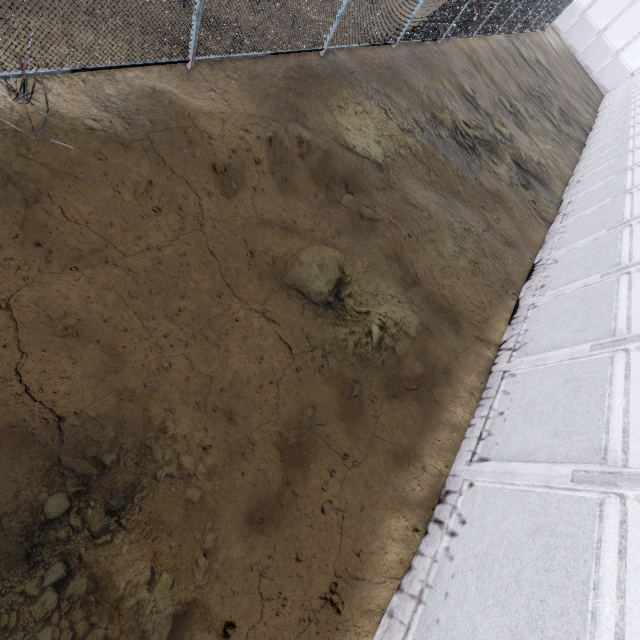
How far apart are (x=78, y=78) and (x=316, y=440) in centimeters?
640cm
